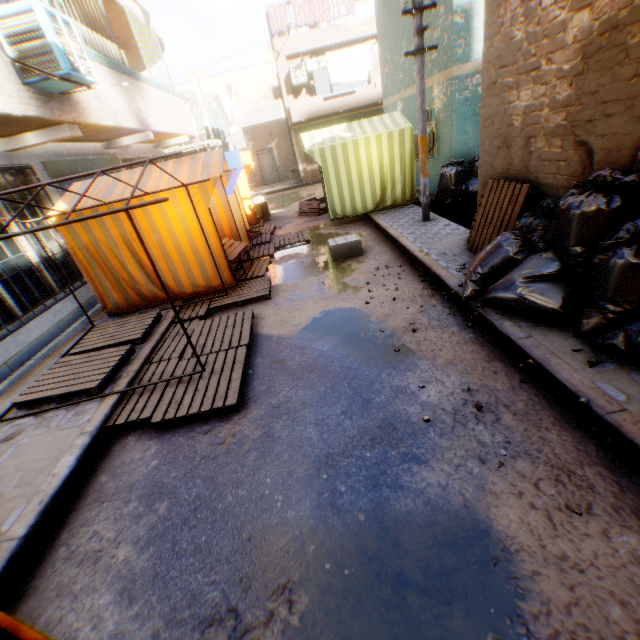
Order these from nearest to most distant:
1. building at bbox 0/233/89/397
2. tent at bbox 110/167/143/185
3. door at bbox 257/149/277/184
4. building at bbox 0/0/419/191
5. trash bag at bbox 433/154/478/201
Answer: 1. building at bbox 0/233/89/397
2. building at bbox 0/0/419/191
3. tent at bbox 110/167/143/185
4. trash bag at bbox 433/154/478/201
5. door at bbox 257/149/277/184

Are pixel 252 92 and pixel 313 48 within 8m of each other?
no

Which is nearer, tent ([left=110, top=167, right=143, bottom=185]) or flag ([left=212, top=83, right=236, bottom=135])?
tent ([left=110, top=167, right=143, bottom=185])

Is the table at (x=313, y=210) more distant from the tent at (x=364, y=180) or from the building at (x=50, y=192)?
the building at (x=50, y=192)

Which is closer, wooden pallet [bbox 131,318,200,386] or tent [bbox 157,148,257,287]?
wooden pallet [bbox 131,318,200,386]

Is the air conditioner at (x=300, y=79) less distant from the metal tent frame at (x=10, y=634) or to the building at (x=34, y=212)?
the building at (x=34, y=212)

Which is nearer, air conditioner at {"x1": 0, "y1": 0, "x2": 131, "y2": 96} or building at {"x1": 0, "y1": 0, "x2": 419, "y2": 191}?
air conditioner at {"x1": 0, "y1": 0, "x2": 131, "y2": 96}

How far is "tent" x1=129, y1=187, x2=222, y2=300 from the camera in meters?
5.9 m
